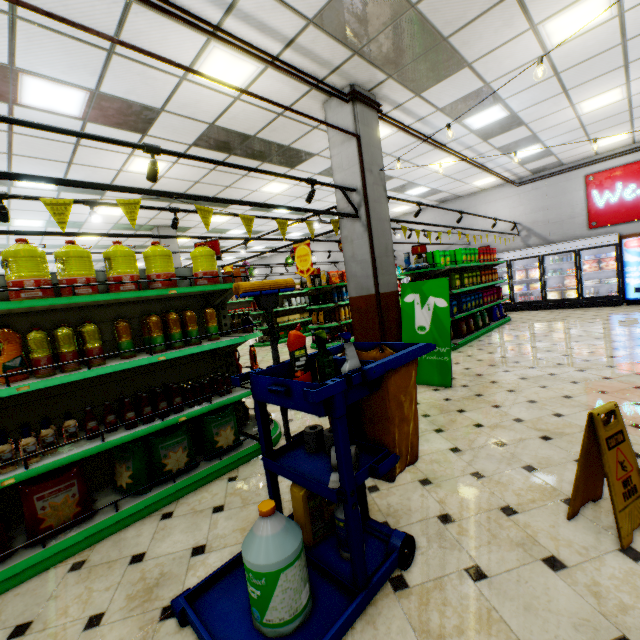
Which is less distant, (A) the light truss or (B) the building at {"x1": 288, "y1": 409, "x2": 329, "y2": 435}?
(A) the light truss

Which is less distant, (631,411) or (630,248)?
(631,411)

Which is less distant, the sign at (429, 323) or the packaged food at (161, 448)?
the packaged food at (161, 448)

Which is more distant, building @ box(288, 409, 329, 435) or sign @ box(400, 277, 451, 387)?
sign @ box(400, 277, 451, 387)

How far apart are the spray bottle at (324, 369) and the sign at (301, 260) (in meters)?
5.10

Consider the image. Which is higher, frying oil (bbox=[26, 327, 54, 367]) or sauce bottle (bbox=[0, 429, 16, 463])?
frying oil (bbox=[26, 327, 54, 367])

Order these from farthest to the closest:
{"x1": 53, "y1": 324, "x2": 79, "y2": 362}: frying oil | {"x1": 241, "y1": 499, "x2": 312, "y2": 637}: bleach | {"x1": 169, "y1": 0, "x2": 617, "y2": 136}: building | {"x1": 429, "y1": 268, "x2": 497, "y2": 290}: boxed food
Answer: {"x1": 429, "y1": 268, "x2": 497, "y2": 290}: boxed food, {"x1": 169, "y1": 0, "x2": 617, "y2": 136}: building, {"x1": 53, "y1": 324, "x2": 79, "y2": 362}: frying oil, {"x1": 241, "y1": 499, "x2": 312, "y2": 637}: bleach

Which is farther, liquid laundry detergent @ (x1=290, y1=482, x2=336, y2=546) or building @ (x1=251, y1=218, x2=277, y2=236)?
building @ (x1=251, y1=218, x2=277, y2=236)
